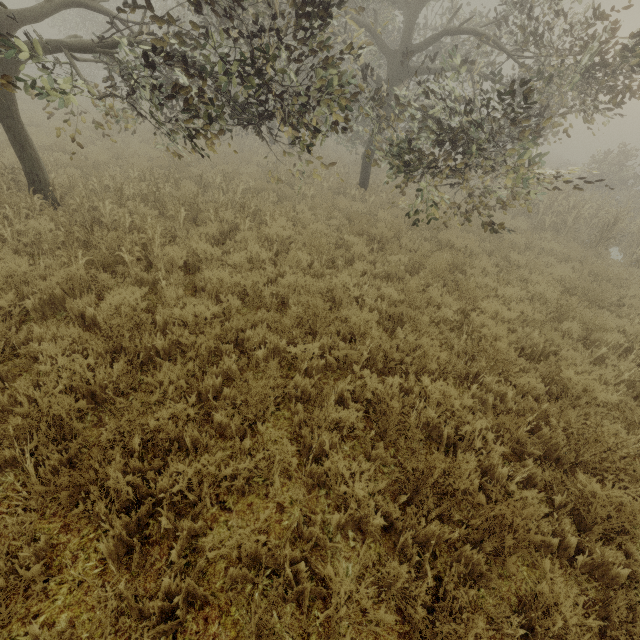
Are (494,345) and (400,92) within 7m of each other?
no
